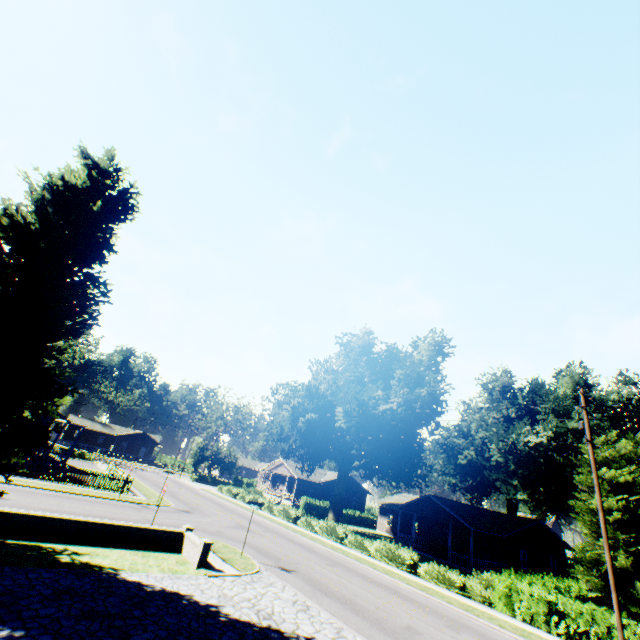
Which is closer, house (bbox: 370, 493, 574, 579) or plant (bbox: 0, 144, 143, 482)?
plant (bbox: 0, 144, 143, 482)

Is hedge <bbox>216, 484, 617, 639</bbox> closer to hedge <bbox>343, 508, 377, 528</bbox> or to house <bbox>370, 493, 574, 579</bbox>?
house <bbox>370, 493, 574, 579</bbox>

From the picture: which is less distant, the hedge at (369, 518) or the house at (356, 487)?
the hedge at (369, 518)

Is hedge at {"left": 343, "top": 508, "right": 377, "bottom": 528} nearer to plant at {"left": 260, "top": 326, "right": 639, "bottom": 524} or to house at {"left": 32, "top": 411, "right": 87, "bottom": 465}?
plant at {"left": 260, "top": 326, "right": 639, "bottom": 524}

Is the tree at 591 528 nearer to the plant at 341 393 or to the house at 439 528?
the plant at 341 393

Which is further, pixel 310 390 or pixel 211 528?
pixel 310 390

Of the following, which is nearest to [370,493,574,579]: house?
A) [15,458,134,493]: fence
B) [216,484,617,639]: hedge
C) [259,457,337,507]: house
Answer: [259,457,337,507]: house

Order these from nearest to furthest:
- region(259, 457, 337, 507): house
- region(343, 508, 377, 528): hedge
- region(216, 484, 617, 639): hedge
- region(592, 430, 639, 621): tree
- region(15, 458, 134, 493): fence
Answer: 1. region(216, 484, 617, 639): hedge
2. region(592, 430, 639, 621): tree
3. region(15, 458, 134, 493): fence
4. region(343, 508, 377, 528): hedge
5. region(259, 457, 337, 507): house
